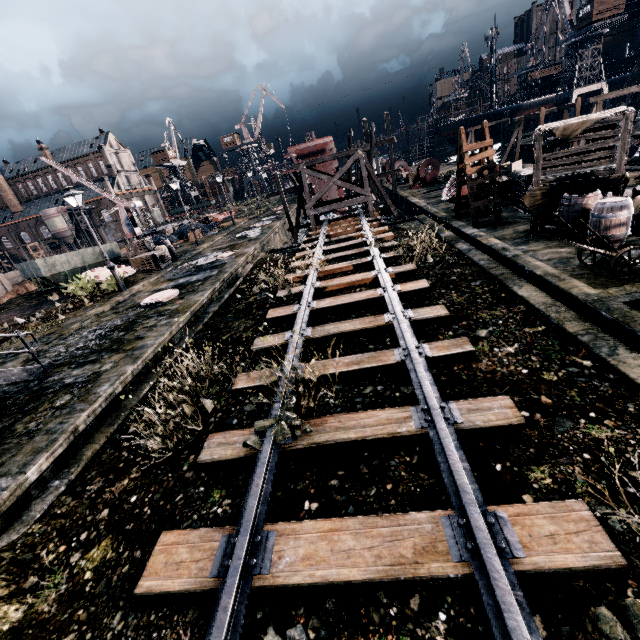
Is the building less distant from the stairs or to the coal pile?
the coal pile

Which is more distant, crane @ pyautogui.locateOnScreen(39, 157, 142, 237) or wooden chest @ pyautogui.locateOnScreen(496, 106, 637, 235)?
crane @ pyautogui.locateOnScreen(39, 157, 142, 237)

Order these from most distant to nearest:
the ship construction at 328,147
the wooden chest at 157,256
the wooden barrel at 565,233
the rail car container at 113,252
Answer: the ship construction at 328,147, the rail car container at 113,252, the wooden chest at 157,256, the wooden barrel at 565,233

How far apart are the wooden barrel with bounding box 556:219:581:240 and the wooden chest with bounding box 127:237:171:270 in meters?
23.1

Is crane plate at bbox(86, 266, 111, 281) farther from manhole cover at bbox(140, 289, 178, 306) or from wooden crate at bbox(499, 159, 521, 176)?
wooden crate at bbox(499, 159, 521, 176)

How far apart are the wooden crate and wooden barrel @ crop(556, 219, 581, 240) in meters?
8.1

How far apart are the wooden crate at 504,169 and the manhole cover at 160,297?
18.88m

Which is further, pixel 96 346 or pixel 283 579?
pixel 96 346
